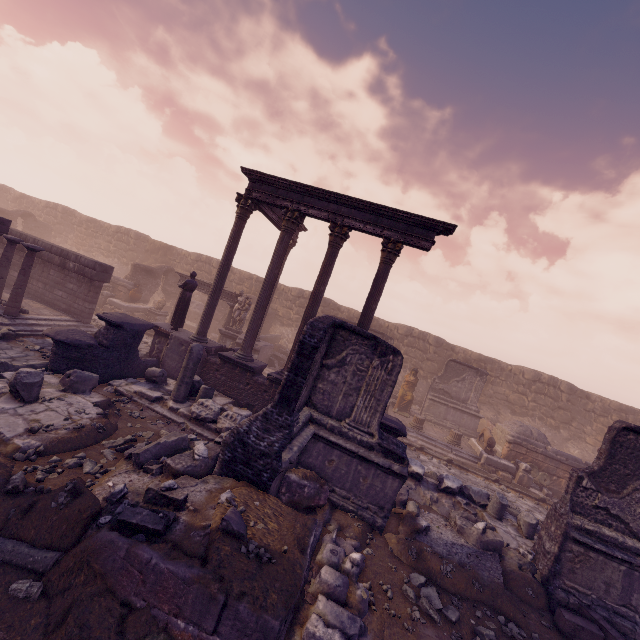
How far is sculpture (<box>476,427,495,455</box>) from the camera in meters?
14.0

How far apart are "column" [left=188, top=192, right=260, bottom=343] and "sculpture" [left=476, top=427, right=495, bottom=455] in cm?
1264

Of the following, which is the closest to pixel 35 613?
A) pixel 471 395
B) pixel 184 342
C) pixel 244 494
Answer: pixel 244 494

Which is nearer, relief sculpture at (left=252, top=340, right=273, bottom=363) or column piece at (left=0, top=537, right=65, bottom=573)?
column piece at (left=0, top=537, right=65, bottom=573)

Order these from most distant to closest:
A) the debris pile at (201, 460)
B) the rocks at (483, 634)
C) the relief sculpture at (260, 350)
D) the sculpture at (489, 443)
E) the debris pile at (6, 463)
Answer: the relief sculpture at (260, 350)
the sculpture at (489, 443)
the rocks at (483, 634)
the debris pile at (6, 463)
the debris pile at (201, 460)

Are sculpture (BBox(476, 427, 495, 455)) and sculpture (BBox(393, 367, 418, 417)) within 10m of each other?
yes

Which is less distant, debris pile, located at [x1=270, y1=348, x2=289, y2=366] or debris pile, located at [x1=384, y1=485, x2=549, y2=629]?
debris pile, located at [x1=384, y1=485, x2=549, y2=629]

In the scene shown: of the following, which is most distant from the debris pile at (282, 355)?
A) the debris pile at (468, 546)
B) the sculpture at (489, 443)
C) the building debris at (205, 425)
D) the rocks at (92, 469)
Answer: the rocks at (92, 469)
